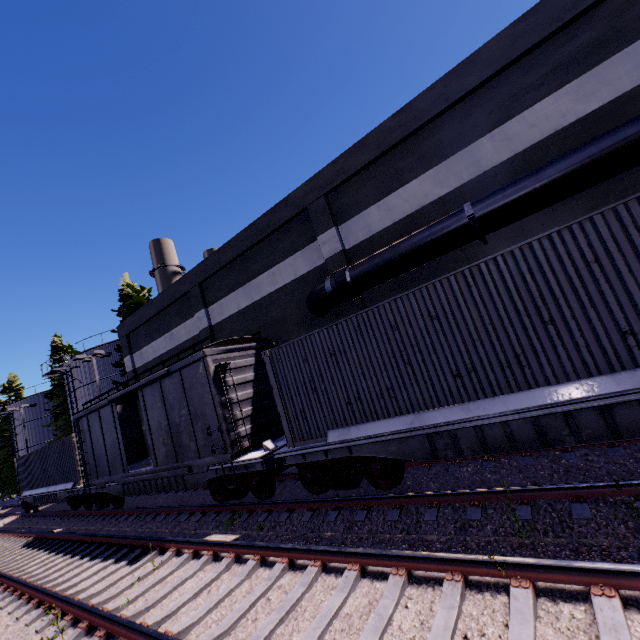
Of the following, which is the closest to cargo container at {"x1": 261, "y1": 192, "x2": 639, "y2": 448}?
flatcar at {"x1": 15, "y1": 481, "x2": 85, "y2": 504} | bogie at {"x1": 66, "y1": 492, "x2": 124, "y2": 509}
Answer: bogie at {"x1": 66, "y1": 492, "x2": 124, "y2": 509}

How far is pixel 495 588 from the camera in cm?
385

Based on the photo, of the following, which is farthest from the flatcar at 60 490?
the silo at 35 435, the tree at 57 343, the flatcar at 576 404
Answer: the tree at 57 343

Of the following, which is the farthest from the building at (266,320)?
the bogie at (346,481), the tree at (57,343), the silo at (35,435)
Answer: the silo at (35,435)

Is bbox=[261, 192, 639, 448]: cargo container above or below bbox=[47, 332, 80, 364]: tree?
below

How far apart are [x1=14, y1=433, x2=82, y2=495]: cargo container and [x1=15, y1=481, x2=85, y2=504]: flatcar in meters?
0.0

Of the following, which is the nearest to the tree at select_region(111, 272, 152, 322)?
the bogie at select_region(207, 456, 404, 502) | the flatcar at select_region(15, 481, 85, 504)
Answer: the flatcar at select_region(15, 481, 85, 504)

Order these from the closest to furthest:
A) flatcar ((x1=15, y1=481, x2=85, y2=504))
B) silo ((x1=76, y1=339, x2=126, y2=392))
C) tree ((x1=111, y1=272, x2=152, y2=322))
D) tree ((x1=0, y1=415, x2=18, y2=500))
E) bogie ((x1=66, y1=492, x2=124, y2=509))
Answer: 1. bogie ((x1=66, y1=492, x2=124, y2=509))
2. flatcar ((x1=15, y1=481, x2=85, y2=504))
3. tree ((x1=111, y1=272, x2=152, y2=322))
4. silo ((x1=76, y1=339, x2=126, y2=392))
5. tree ((x1=0, y1=415, x2=18, y2=500))
